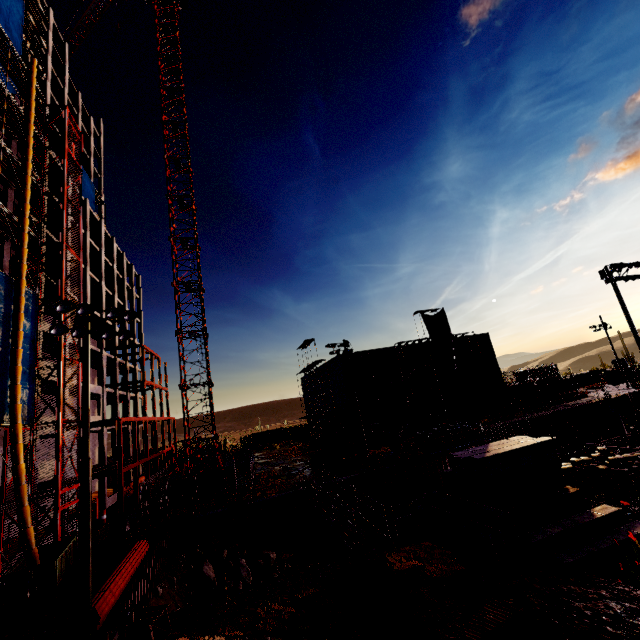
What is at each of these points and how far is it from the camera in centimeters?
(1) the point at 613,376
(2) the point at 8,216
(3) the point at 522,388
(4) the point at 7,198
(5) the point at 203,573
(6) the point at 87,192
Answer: (1) front loader, 5212cm
(2) scaffolding, 1903cm
(3) rebar, 4719cm
(4) concrete column, 2138cm
(5) compgrassrocksplants, 1880cm
(6) tarp, 4097cm

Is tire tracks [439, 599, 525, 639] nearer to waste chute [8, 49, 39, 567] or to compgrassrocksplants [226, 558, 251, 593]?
waste chute [8, 49, 39, 567]

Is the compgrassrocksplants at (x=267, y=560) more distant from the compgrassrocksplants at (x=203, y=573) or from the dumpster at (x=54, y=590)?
the dumpster at (x=54, y=590)

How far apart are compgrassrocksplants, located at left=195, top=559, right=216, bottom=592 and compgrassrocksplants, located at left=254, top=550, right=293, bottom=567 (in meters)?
2.50

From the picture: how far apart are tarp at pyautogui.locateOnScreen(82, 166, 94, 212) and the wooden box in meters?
33.8 m

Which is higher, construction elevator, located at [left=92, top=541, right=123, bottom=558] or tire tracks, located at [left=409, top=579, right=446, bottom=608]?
construction elevator, located at [left=92, top=541, right=123, bottom=558]

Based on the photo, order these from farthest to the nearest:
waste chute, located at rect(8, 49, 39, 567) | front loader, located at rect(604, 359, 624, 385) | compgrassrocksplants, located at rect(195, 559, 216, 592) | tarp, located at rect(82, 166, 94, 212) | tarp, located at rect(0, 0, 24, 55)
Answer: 1. front loader, located at rect(604, 359, 624, 385)
2. tarp, located at rect(82, 166, 94, 212)
3. tarp, located at rect(0, 0, 24, 55)
4. compgrassrocksplants, located at rect(195, 559, 216, 592)
5. waste chute, located at rect(8, 49, 39, 567)

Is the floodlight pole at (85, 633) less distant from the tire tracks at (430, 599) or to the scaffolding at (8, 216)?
the tire tracks at (430, 599)
